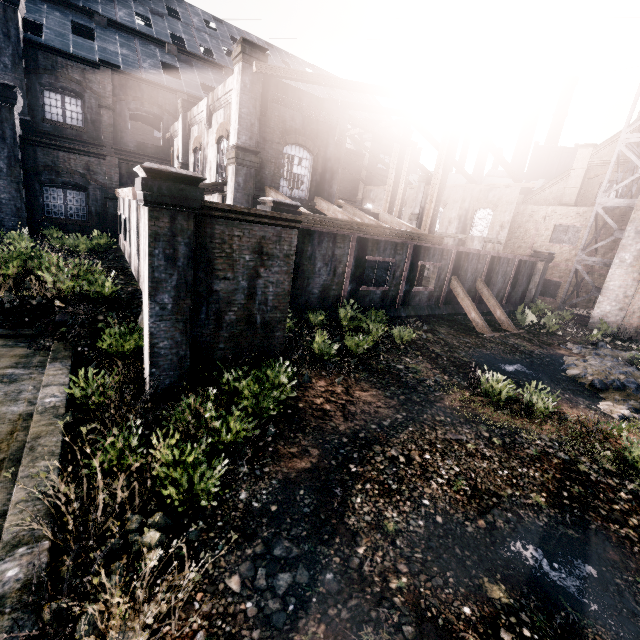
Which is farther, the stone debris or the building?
the stone debris

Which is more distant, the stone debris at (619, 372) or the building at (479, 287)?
the stone debris at (619, 372)

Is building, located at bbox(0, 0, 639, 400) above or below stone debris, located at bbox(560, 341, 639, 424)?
above

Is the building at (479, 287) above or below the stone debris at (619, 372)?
above

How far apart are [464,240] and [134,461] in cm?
3660
